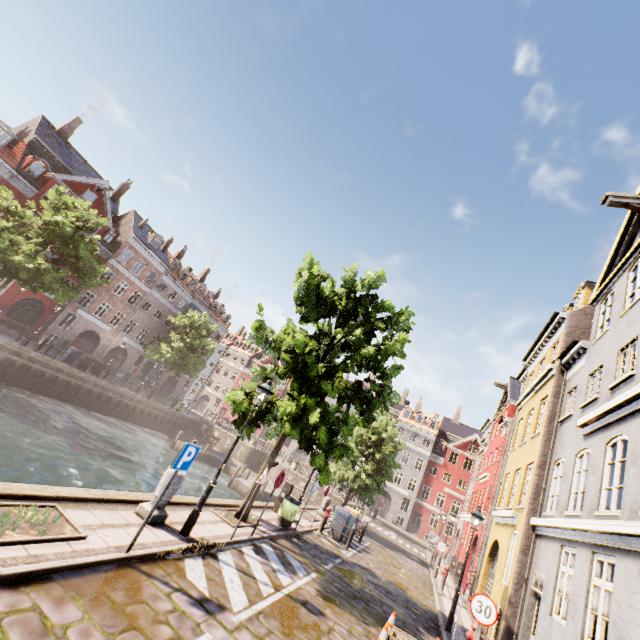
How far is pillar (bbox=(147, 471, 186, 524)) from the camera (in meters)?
6.94

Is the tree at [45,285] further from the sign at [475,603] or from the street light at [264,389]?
the sign at [475,603]

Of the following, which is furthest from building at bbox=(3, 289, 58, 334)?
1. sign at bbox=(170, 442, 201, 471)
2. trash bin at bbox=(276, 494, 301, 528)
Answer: sign at bbox=(170, 442, 201, 471)

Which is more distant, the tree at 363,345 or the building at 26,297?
the building at 26,297

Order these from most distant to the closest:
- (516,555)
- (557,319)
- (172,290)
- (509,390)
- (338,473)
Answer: (172,290)
(509,390)
(338,473)
(557,319)
(516,555)

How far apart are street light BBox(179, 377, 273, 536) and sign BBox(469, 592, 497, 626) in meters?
6.2

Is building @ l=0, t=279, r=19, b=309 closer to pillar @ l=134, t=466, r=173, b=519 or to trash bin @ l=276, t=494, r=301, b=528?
pillar @ l=134, t=466, r=173, b=519

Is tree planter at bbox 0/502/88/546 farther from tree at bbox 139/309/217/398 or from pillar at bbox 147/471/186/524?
tree at bbox 139/309/217/398
